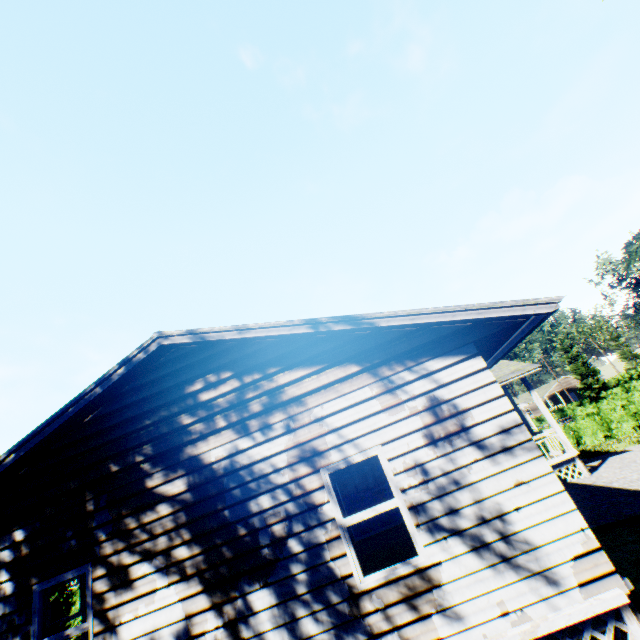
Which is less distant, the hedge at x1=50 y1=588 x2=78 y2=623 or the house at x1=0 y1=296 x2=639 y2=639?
the house at x1=0 y1=296 x2=639 y2=639

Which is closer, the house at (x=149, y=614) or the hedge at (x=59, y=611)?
the house at (x=149, y=614)

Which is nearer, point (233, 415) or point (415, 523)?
point (415, 523)

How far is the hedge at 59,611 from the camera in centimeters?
2422cm

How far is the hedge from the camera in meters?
24.2
